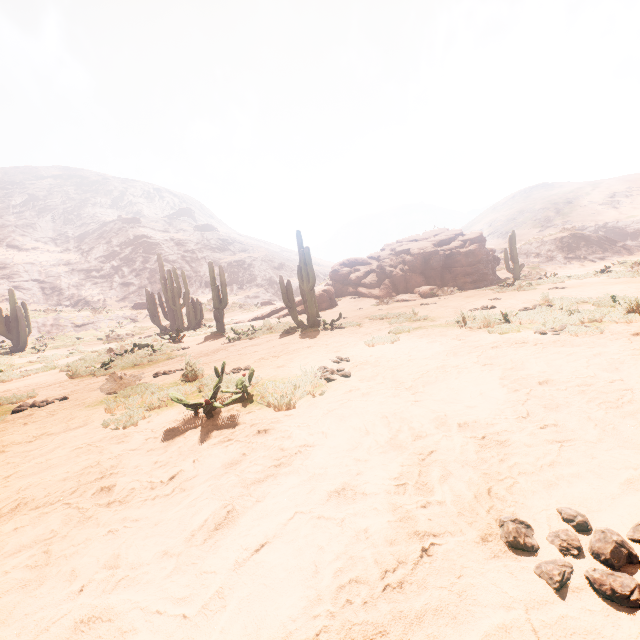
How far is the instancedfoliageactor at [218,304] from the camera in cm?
1529

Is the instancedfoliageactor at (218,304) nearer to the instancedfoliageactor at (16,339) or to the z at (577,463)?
the z at (577,463)

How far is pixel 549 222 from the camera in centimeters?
5844cm

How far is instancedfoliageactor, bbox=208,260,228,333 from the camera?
15.3m

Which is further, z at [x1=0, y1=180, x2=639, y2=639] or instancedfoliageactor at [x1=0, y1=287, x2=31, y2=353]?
instancedfoliageactor at [x1=0, y1=287, x2=31, y2=353]

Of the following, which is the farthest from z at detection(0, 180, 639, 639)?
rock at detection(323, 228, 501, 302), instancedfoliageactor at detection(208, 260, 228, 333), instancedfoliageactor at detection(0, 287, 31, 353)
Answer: rock at detection(323, 228, 501, 302)

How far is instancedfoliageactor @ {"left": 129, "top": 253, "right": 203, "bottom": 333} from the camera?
20.2m
